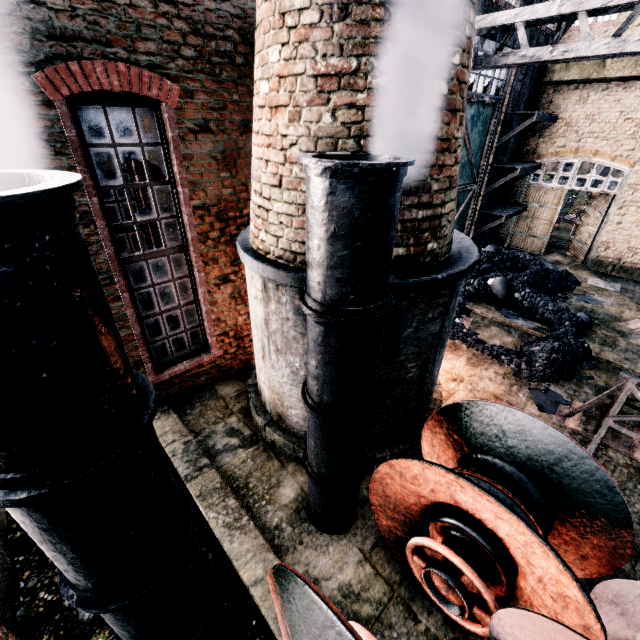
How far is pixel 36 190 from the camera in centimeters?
130cm

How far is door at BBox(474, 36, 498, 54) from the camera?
11.2m

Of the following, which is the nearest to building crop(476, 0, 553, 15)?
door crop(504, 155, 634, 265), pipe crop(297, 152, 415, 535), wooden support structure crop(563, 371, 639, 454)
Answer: door crop(504, 155, 634, 265)

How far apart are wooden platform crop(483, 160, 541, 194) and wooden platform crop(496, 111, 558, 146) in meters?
0.6 m

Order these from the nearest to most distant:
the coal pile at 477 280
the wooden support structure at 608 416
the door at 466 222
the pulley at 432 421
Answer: the pulley at 432 421 → the wooden support structure at 608 416 → the coal pile at 477 280 → the door at 466 222

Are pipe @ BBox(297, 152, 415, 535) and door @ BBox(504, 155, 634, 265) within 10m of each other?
no

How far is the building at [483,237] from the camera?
17.1m

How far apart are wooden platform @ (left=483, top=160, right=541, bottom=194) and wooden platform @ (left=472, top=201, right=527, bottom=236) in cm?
65
